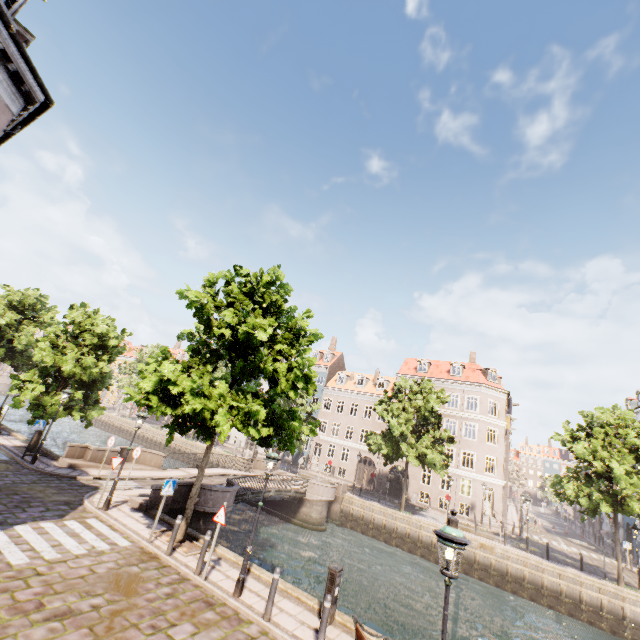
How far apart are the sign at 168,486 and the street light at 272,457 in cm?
367

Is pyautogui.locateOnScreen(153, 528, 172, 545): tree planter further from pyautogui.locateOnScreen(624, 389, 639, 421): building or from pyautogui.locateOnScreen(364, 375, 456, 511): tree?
pyautogui.locateOnScreen(624, 389, 639, 421): building

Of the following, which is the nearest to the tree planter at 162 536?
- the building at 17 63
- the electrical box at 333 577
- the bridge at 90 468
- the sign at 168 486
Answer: the sign at 168 486

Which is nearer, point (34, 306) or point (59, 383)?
point (59, 383)

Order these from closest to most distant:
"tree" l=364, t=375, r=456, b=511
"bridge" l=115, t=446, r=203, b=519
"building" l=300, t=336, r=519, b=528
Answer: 1. "bridge" l=115, t=446, r=203, b=519
2. "tree" l=364, t=375, r=456, b=511
3. "building" l=300, t=336, r=519, b=528

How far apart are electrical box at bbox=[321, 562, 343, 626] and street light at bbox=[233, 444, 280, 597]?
2.2m

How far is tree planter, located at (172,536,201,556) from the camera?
10.28m

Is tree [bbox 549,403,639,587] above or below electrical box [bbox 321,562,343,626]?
above
